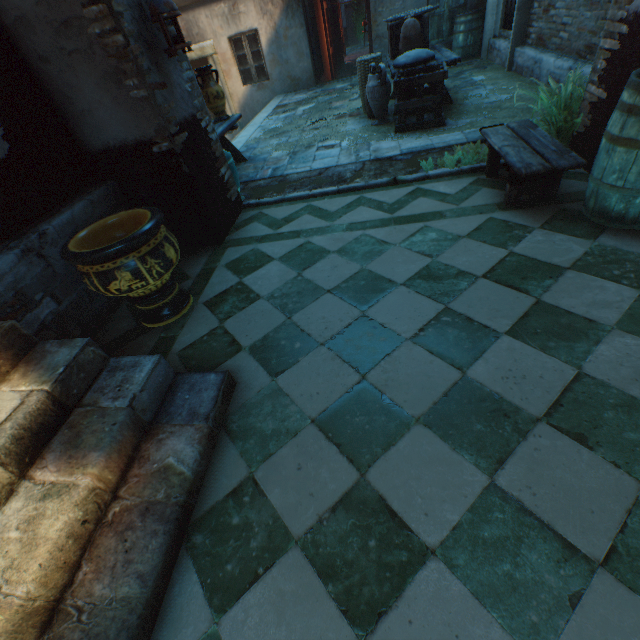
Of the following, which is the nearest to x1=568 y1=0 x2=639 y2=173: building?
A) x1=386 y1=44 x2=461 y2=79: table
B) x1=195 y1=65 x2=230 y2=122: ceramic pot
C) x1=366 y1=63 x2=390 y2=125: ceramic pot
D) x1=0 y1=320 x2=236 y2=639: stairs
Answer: x1=0 y1=320 x2=236 y2=639: stairs

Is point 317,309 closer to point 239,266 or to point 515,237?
point 239,266

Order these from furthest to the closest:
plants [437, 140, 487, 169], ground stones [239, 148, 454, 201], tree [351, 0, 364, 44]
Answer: tree [351, 0, 364, 44], ground stones [239, 148, 454, 201], plants [437, 140, 487, 169]

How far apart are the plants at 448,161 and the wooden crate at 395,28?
4.0 meters

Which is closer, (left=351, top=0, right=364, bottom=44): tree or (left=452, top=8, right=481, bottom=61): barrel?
(left=452, top=8, right=481, bottom=61): barrel

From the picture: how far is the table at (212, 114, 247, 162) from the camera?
5.31m

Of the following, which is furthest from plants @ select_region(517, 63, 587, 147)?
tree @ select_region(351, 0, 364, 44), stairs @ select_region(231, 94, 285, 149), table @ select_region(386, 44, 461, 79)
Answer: tree @ select_region(351, 0, 364, 44)

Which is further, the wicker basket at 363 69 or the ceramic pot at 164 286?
the wicker basket at 363 69
